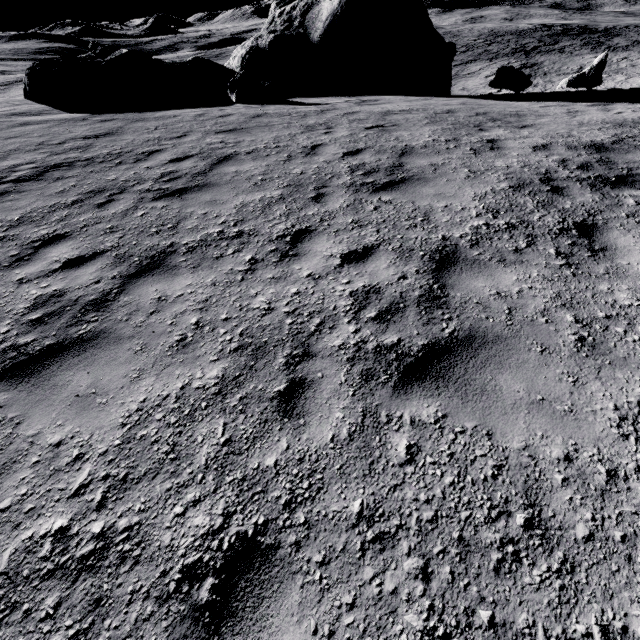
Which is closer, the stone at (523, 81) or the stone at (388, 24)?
the stone at (388, 24)

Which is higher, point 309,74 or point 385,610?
point 309,74

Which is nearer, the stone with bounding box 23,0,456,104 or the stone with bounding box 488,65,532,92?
the stone with bounding box 23,0,456,104

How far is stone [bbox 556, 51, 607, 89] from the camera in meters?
16.0 m

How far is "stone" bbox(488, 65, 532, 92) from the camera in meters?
15.7

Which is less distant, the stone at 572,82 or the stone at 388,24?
the stone at 388,24

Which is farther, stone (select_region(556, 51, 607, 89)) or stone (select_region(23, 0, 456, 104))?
stone (select_region(556, 51, 607, 89))

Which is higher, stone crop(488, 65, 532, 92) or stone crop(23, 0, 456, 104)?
stone crop(23, 0, 456, 104)
